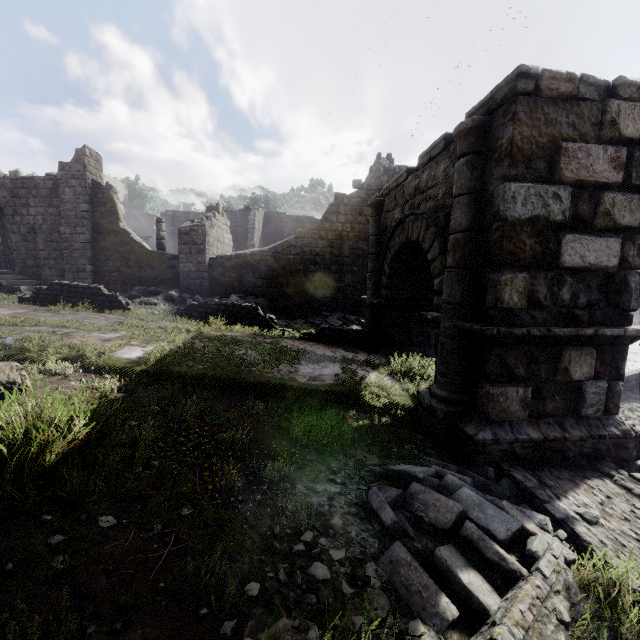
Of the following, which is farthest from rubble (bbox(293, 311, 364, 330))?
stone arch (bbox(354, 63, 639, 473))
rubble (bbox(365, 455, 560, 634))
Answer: rubble (bbox(365, 455, 560, 634))

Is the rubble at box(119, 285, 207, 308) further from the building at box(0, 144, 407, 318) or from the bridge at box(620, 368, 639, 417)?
the bridge at box(620, 368, 639, 417)

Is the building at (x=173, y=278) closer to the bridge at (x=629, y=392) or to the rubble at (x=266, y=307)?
the rubble at (x=266, y=307)

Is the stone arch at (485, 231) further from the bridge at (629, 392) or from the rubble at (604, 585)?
the bridge at (629, 392)

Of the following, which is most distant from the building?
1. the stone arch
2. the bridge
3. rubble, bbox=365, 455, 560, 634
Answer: the bridge

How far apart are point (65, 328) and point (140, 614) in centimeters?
Answer: 765cm

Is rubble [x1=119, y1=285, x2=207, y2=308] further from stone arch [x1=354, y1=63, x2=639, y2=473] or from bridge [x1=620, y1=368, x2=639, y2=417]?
bridge [x1=620, y1=368, x2=639, y2=417]

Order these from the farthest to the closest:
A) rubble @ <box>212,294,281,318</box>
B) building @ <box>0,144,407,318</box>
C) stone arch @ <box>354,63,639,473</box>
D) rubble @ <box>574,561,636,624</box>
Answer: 1. building @ <box>0,144,407,318</box>
2. rubble @ <box>212,294,281,318</box>
3. stone arch @ <box>354,63,639,473</box>
4. rubble @ <box>574,561,636,624</box>
